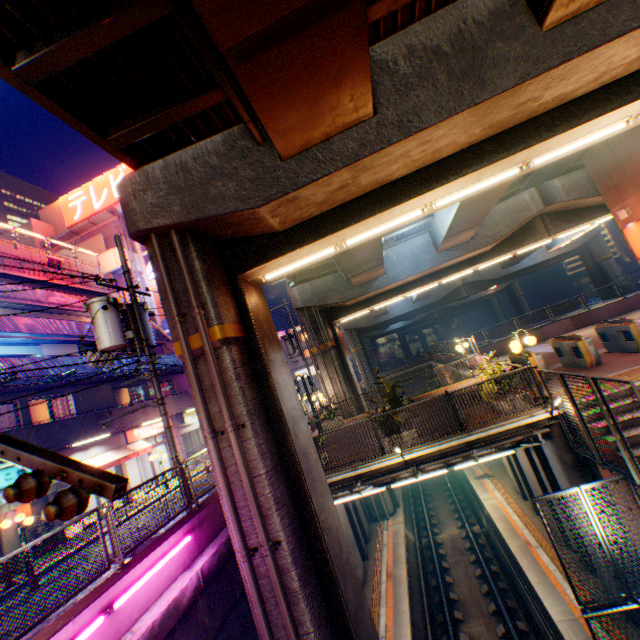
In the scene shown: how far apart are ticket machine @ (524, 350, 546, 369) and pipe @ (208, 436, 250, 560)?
11.1m

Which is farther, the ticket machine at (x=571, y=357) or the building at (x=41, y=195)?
the building at (x=41, y=195)

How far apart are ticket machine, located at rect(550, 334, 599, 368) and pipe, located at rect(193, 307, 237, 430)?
12.03m

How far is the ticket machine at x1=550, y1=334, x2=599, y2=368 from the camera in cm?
1156

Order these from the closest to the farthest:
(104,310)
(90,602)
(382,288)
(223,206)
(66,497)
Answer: (66,497) → (90,602) → (223,206) → (104,310) → (382,288)

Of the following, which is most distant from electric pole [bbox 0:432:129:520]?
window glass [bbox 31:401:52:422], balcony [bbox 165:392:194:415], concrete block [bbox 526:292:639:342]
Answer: A: concrete block [bbox 526:292:639:342]

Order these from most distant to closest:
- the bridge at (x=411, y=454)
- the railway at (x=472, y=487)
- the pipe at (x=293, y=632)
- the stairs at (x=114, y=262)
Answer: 1. the stairs at (x=114, y=262)
2. the railway at (x=472, y=487)
3. the bridge at (x=411, y=454)
4. the pipe at (x=293, y=632)
